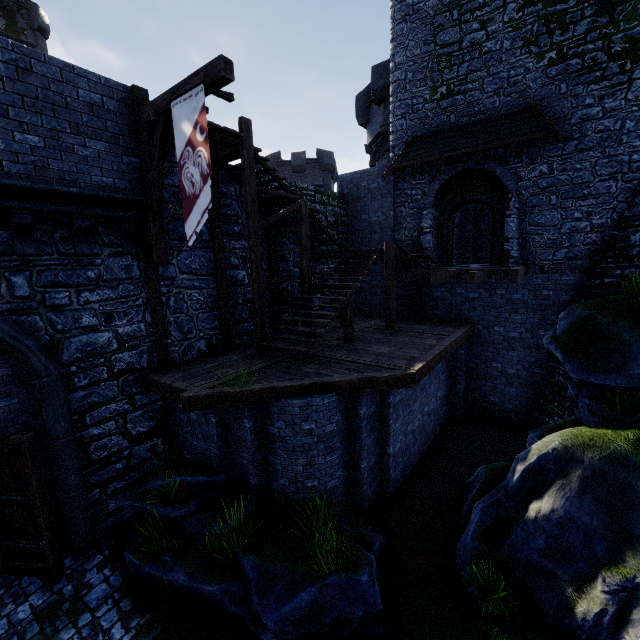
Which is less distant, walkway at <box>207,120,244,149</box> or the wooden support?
the wooden support

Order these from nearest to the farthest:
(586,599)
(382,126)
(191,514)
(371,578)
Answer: (586,599) < (371,578) < (191,514) < (382,126)

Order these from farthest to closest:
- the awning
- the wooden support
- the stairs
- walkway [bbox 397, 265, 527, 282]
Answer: the awning, walkway [bbox 397, 265, 527, 282], the stairs, the wooden support

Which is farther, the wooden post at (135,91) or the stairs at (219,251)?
the stairs at (219,251)

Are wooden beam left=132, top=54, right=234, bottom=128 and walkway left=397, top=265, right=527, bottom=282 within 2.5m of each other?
no

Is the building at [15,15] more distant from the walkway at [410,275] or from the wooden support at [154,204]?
the walkway at [410,275]

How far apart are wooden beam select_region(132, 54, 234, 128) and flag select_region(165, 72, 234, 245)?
0.0m

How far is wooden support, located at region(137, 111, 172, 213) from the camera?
7.1 meters
